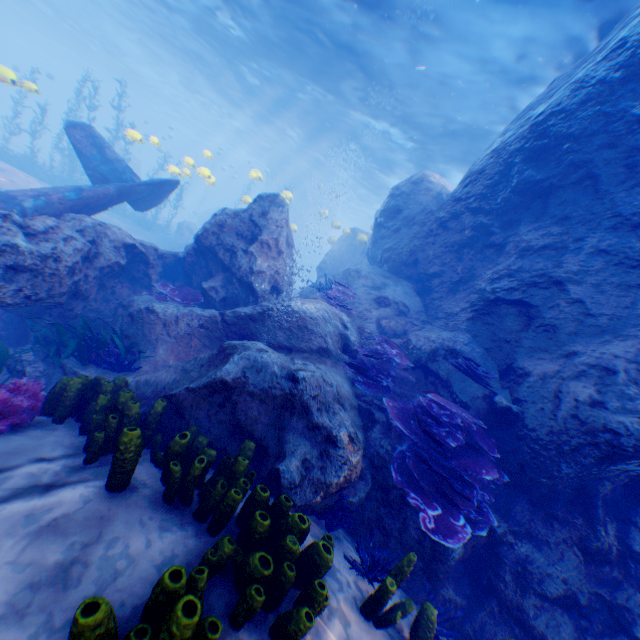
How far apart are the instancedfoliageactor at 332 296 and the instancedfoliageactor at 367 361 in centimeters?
133cm

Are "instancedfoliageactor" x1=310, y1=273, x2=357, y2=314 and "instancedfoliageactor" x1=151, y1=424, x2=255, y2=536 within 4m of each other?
no

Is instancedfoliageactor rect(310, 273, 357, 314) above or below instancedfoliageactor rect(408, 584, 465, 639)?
above

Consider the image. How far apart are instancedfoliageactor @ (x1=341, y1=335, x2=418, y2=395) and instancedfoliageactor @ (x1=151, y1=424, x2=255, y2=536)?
2.60m

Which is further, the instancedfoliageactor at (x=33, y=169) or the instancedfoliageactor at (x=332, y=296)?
the instancedfoliageactor at (x=33, y=169)

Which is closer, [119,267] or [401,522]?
[401,522]

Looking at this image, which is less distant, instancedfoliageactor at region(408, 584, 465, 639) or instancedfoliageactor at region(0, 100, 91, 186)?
instancedfoliageactor at region(408, 584, 465, 639)

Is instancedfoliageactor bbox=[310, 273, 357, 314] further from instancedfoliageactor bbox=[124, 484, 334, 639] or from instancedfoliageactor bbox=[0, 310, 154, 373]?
instancedfoliageactor bbox=[124, 484, 334, 639]
